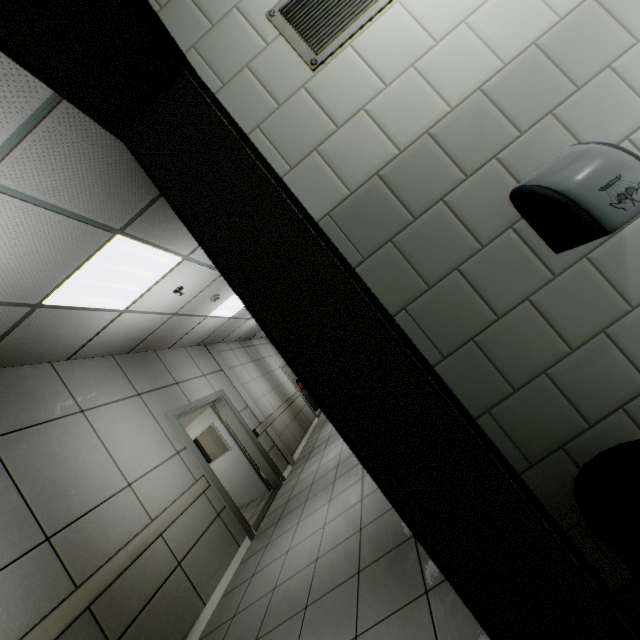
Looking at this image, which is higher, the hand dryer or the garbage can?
the hand dryer

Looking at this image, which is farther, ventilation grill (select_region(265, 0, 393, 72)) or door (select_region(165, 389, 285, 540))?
door (select_region(165, 389, 285, 540))

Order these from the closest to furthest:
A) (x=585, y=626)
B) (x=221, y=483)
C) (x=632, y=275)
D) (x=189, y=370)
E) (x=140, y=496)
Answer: (x=585, y=626) → (x=632, y=275) → (x=140, y=496) → (x=221, y=483) → (x=189, y=370)

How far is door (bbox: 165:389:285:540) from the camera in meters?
4.7

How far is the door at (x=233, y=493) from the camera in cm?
468

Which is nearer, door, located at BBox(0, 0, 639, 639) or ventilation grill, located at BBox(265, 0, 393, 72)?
door, located at BBox(0, 0, 639, 639)

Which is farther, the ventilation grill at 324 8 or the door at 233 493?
the door at 233 493

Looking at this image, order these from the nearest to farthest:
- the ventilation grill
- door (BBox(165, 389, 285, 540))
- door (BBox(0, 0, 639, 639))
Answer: door (BBox(0, 0, 639, 639)) < the ventilation grill < door (BBox(165, 389, 285, 540))
